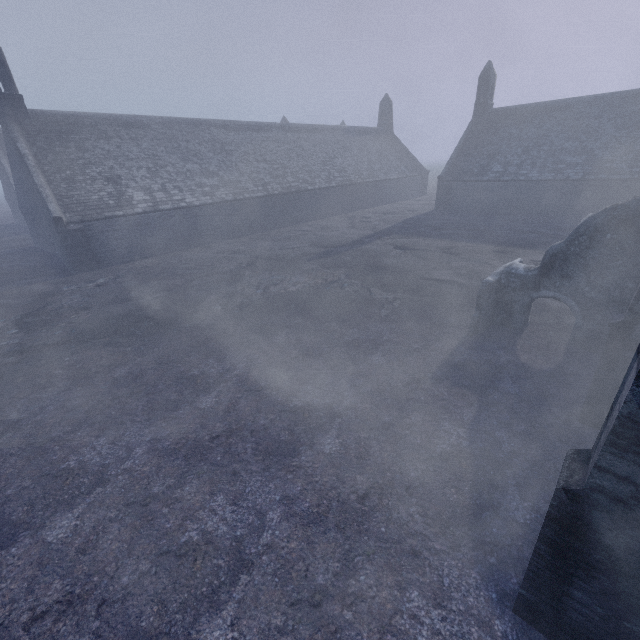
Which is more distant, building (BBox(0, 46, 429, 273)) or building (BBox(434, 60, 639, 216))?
building (BBox(434, 60, 639, 216))

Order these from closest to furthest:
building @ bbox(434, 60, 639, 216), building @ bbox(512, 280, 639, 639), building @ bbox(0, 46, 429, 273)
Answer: building @ bbox(512, 280, 639, 639) < building @ bbox(0, 46, 429, 273) < building @ bbox(434, 60, 639, 216)

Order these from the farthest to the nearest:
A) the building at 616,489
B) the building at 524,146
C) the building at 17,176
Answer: the building at 524,146, the building at 17,176, the building at 616,489

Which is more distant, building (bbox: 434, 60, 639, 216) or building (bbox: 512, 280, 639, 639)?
building (bbox: 434, 60, 639, 216)

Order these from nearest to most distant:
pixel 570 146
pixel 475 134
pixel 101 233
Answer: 1. pixel 101 233
2. pixel 570 146
3. pixel 475 134

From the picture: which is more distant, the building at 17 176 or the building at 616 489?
the building at 17 176
